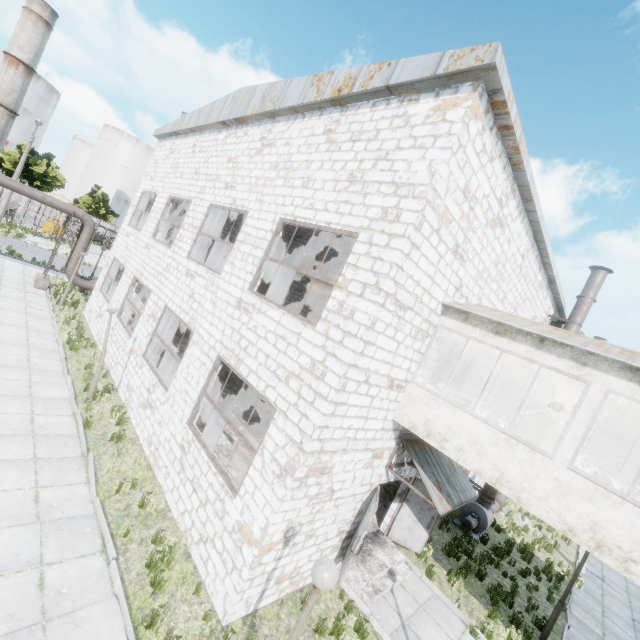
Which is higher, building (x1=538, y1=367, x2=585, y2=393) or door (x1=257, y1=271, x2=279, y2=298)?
building (x1=538, y1=367, x2=585, y2=393)

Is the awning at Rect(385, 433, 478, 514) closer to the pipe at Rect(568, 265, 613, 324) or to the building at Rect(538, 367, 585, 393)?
the building at Rect(538, 367, 585, 393)

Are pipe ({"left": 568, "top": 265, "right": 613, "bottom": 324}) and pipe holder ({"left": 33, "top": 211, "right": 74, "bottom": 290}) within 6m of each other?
no

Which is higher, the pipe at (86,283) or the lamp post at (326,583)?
the lamp post at (326,583)

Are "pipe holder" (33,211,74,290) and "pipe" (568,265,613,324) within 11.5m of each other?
no

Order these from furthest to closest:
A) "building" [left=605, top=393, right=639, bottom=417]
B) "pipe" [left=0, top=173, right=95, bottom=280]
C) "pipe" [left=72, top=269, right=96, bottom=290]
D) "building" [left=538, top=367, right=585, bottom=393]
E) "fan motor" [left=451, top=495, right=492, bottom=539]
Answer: "pipe" [left=72, top=269, right=96, bottom=290], "pipe" [left=0, top=173, right=95, bottom=280], "fan motor" [left=451, top=495, right=492, bottom=539], "building" [left=538, top=367, right=585, bottom=393], "building" [left=605, top=393, right=639, bottom=417]

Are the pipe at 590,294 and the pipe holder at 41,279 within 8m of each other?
no

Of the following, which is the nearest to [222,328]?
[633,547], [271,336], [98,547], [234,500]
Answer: [271,336]
